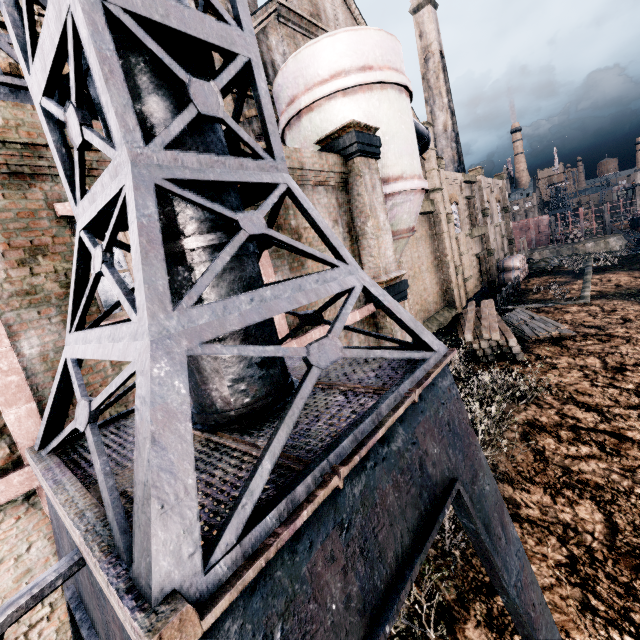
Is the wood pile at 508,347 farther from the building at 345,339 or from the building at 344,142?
the building at 344,142

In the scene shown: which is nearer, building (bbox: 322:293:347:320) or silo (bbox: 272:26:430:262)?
building (bbox: 322:293:347:320)

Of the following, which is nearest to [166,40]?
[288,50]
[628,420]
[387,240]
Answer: [387,240]

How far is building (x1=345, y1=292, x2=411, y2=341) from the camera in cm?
941

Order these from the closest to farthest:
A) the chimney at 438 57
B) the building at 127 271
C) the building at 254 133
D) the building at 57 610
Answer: the building at 57 610 → the building at 127 271 → the building at 254 133 → the chimney at 438 57

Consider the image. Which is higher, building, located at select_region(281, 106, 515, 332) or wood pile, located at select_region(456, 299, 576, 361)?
building, located at select_region(281, 106, 515, 332)

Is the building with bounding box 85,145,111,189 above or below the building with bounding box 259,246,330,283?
above

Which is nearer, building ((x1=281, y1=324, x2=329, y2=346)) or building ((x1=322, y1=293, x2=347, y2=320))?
building ((x1=281, y1=324, x2=329, y2=346))
